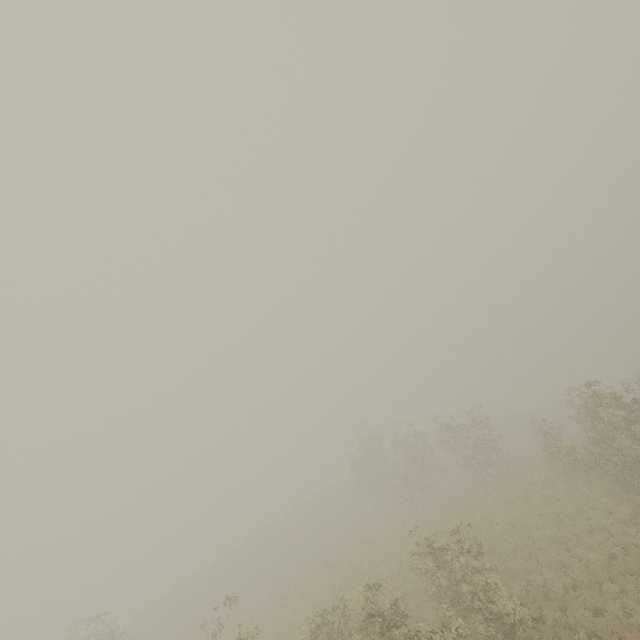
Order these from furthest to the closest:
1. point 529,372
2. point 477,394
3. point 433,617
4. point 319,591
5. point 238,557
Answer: point 477,394 < point 529,372 < point 238,557 < point 319,591 < point 433,617
